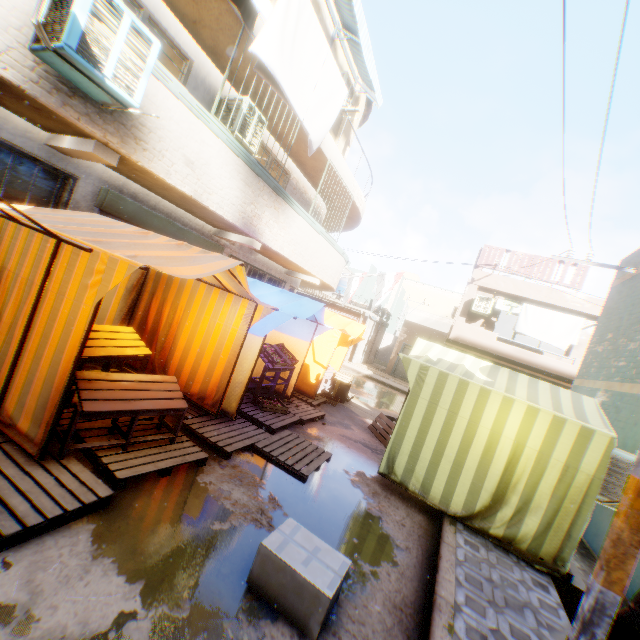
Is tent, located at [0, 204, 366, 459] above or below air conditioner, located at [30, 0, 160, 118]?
below

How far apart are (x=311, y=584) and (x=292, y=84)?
6.5m

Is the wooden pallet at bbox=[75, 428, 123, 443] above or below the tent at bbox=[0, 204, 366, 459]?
below

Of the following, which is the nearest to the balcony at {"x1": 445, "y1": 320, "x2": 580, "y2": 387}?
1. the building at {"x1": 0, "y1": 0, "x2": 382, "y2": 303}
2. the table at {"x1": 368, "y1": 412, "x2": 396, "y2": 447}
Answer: the building at {"x1": 0, "y1": 0, "x2": 382, "y2": 303}

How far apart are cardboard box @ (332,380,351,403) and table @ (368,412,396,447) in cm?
168

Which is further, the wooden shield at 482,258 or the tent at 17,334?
the wooden shield at 482,258

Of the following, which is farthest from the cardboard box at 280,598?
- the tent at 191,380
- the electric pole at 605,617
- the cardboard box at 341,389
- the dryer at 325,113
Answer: the cardboard box at 341,389

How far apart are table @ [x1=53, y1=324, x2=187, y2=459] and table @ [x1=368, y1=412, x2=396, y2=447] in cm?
511
